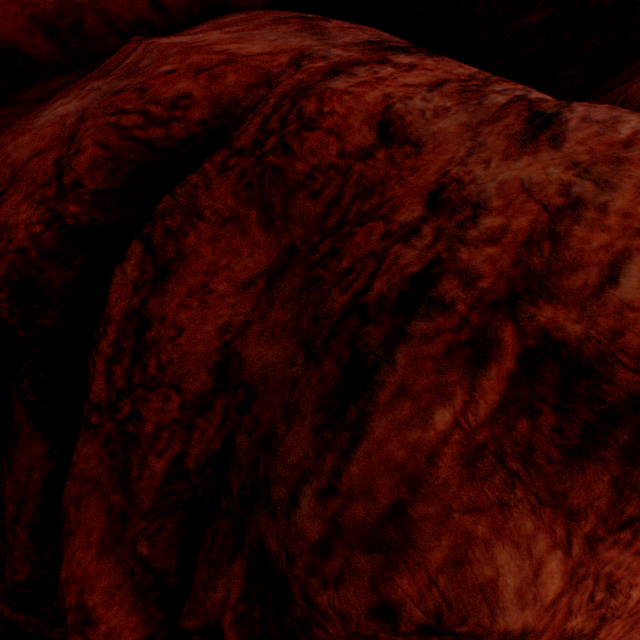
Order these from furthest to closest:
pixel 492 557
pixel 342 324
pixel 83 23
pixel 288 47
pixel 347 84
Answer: pixel 83 23 < pixel 288 47 < pixel 347 84 < pixel 342 324 < pixel 492 557
